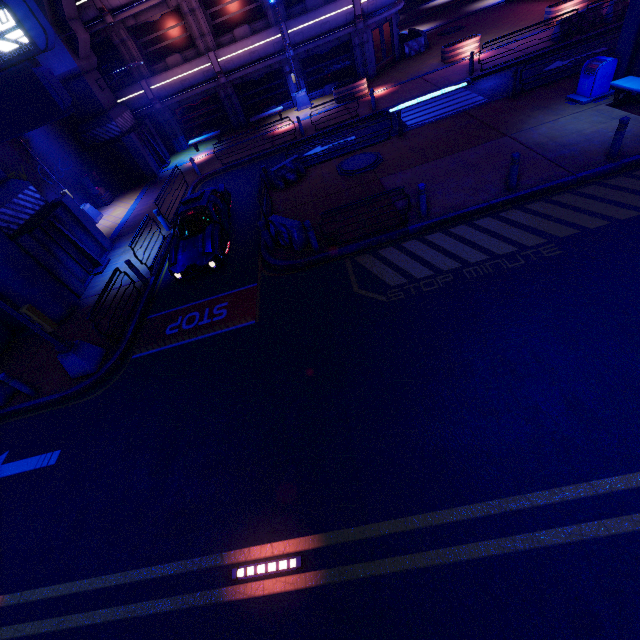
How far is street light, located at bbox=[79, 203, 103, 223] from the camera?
18.75m

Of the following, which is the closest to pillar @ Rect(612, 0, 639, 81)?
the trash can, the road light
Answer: the trash can

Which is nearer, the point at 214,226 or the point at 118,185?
the point at 214,226

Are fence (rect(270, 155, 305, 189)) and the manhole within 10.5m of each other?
yes

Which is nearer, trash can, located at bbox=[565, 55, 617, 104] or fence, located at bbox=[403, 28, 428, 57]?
trash can, located at bbox=[565, 55, 617, 104]

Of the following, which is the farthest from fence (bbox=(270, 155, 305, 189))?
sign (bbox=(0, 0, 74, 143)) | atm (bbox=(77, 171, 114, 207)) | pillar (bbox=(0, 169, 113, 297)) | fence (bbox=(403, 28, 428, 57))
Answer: fence (bbox=(403, 28, 428, 57))

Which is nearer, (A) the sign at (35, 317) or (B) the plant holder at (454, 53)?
(A) the sign at (35, 317)

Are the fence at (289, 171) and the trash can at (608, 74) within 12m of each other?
yes
